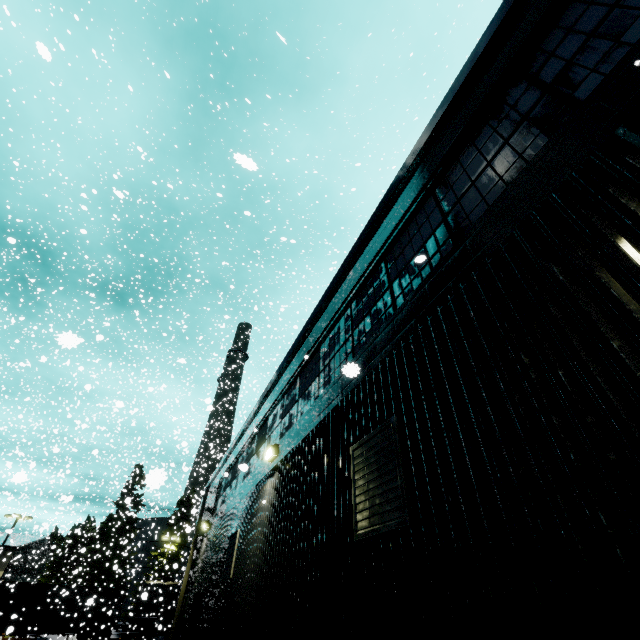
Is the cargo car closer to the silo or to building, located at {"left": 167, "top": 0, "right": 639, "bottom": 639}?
the silo

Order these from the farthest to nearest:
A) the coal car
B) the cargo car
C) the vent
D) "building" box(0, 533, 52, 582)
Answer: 1. "building" box(0, 533, 52, 582)
2. the cargo car
3. the coal car
4. the vent

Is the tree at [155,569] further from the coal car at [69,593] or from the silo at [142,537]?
the coal car at [69,593]

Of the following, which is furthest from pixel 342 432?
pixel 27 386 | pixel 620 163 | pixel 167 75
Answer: pixel 27 386

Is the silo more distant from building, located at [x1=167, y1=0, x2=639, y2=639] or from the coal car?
building, located at [x1=167, y1=0, x2=639, y2=639]

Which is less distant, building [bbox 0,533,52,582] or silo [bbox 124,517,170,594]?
building [bbox 0,533,52,582]

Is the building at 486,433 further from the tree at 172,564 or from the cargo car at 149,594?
the tree at 172,564

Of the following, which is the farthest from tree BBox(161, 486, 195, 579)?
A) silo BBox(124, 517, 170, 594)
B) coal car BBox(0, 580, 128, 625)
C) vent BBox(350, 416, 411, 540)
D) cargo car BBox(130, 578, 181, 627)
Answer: vent BBox(350, 416, 411, 540)
